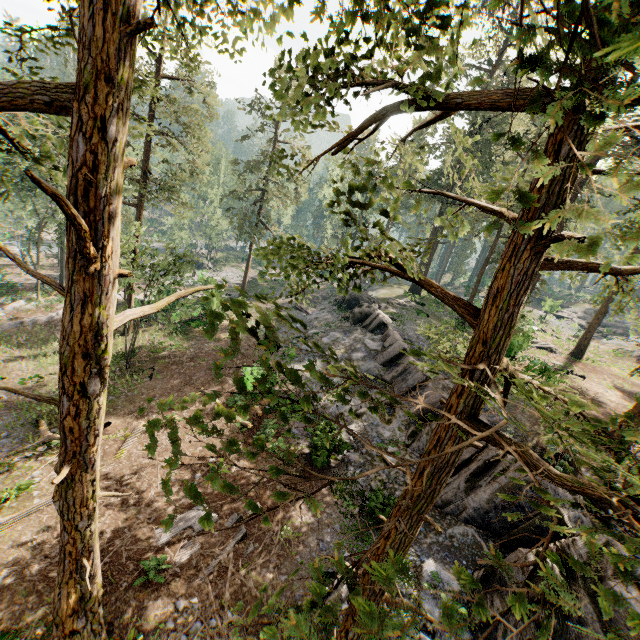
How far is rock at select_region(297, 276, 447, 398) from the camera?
18.98m

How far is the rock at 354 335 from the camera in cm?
1898

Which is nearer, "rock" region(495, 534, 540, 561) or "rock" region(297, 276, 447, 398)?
"rock" region(495, 534, 540, 561)

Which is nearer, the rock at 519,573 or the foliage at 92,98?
the foliage at 92,98

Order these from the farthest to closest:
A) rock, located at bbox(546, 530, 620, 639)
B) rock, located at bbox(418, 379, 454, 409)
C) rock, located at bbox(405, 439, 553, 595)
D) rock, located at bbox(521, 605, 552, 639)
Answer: rock, located at bbox(418, 379, 454, 409), rock, located at bbox(405, 439, 553, 595), rock, located at bbox(521, 605, 552, 639), rock, located at bbox(546, 530, 620, 639)

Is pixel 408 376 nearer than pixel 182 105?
Yes

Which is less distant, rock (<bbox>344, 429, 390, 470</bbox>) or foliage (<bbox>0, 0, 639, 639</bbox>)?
foliage (<bbox>0, 0, 639, 639</bbox>)
